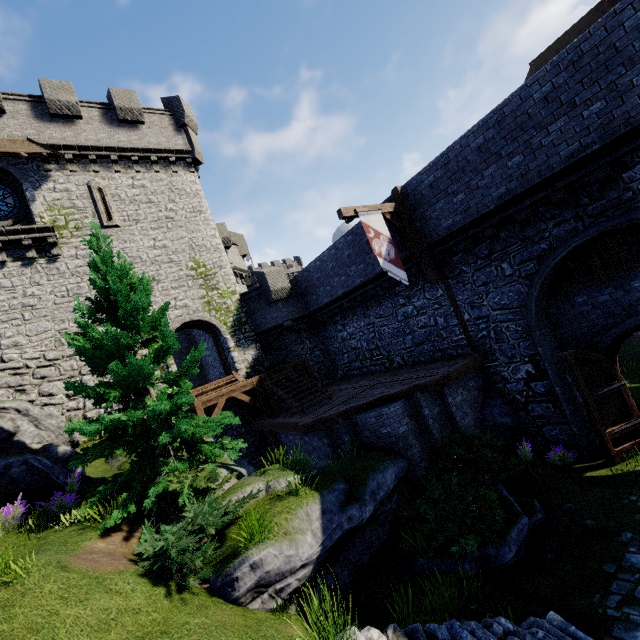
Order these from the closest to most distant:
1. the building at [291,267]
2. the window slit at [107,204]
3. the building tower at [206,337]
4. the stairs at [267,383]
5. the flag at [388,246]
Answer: the flag at [388,246]
the stairs at [267,383]
the window slit at [107,204]
the building tower at [206,337]
the building at [291,267]

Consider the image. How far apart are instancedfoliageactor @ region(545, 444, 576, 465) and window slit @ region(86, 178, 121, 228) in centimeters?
2111cm

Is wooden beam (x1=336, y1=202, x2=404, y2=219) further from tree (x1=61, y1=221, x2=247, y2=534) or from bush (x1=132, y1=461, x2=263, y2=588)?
bush (x1=132, y1=461, x2=263, y2=588)

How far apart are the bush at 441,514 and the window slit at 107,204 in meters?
18.1 m

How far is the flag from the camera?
10.55m

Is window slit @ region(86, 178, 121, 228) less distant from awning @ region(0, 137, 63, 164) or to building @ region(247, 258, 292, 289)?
awning @ region(0, 137, 63, 164)

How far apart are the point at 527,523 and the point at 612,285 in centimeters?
718cm

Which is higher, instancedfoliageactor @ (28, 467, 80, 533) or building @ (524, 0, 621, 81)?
building @ (524, 0, 621, 81)
